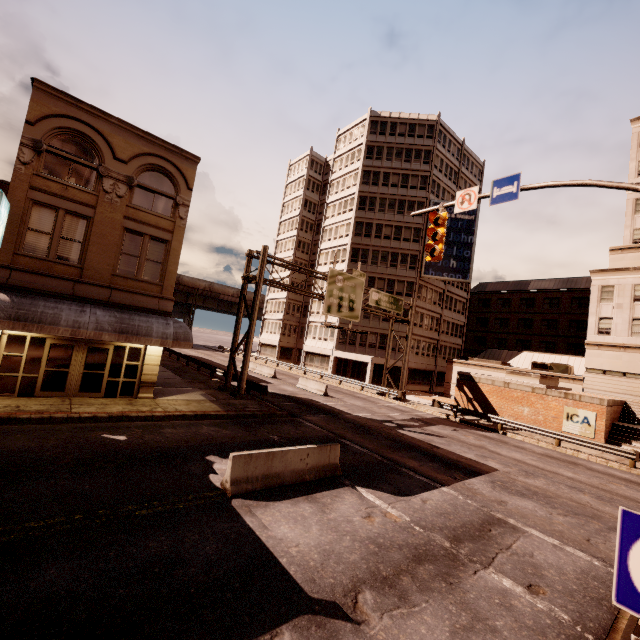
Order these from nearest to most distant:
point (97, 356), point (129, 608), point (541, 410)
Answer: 1. point (129, 608)
2. point (97, 356)
3. point (541, 410)

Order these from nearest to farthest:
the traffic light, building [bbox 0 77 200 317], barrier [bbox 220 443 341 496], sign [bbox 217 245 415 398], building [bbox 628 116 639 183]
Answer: barrier [bbox 220 443 341 496], the traffic light, building [bbox 0 77 200 317], sign [bbox 217 245 415 398], building [bbox 628 116 639 183]

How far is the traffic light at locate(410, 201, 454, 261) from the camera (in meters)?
10.61

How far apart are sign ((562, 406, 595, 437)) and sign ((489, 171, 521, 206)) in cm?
2057

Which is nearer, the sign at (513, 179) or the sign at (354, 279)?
the sign at (513, 179)

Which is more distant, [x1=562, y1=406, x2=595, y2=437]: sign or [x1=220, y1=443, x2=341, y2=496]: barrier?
[x1=562, y1=406, x2=595, y2=437]: sign

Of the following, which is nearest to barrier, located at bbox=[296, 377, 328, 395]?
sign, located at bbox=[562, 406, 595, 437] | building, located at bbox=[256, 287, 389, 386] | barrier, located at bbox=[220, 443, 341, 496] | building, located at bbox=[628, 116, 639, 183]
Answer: building, located at bbox=[256, 287, 389, 386]

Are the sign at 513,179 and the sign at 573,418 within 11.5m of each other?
no
